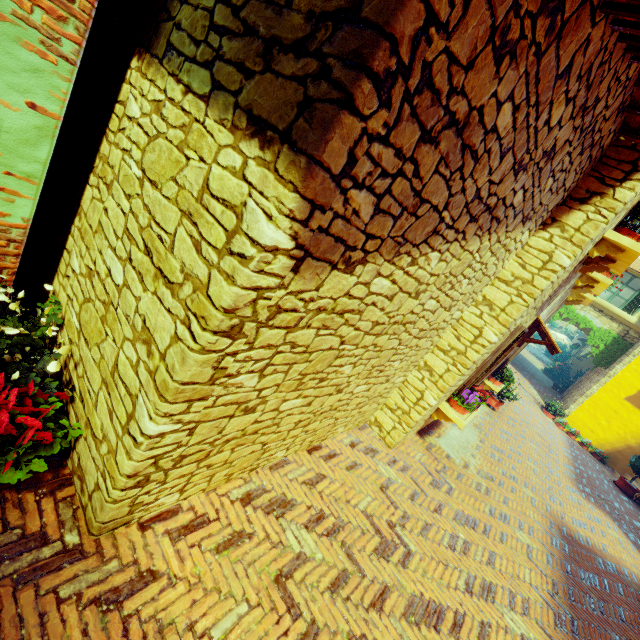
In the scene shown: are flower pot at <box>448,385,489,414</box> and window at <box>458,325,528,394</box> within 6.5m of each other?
yes

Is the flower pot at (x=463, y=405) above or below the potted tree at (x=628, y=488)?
above

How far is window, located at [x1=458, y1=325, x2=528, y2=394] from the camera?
5.0 meters

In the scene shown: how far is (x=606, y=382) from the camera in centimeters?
1412cm

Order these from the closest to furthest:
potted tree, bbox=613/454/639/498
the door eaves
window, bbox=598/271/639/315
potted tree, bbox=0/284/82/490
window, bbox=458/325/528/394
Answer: potted tree, bbox=0/284/82/490 → window, bbox=458/325/528/394 → the door eaves → potted tree, bbox=613/454/639/498 → window, bbox=598/271/639/315

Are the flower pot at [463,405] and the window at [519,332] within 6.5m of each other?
yes

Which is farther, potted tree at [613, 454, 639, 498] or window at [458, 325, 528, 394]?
potted tree at [613, 454, 639, 498]

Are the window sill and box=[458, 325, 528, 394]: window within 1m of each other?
yes
